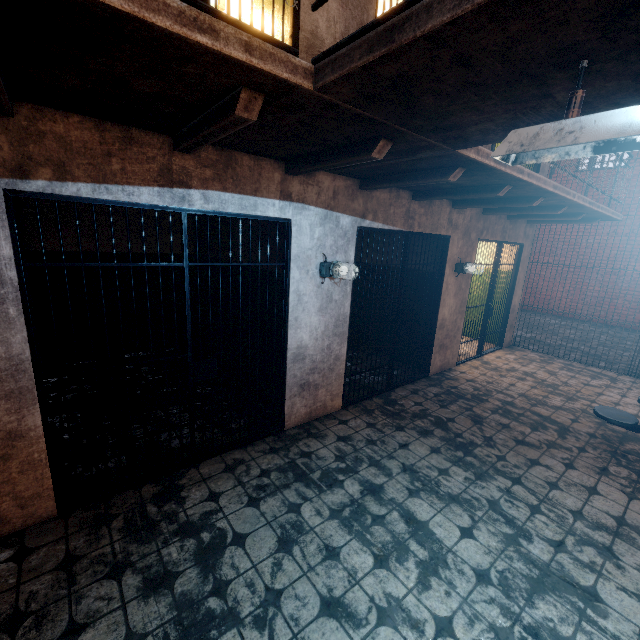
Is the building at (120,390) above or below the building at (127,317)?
below

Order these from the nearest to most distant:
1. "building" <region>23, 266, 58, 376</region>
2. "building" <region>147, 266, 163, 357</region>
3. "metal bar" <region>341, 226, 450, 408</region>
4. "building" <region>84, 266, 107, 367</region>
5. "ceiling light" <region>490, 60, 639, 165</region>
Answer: "ceiling light" <region>490, 60, 639, 165</region> → "metal bar" <region>341, 226, 450, 408</region> → "building" <region>23, 266, 58, 376</region> → "building" <region>84, 266, 107, 367</region> → "building" <region>147, 266, 163, 357</region>

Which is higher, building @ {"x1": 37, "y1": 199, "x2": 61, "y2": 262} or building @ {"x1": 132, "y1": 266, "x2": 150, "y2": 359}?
building @ {"x1": 37, "y1": 199, "x2": 61, "y2": 262}

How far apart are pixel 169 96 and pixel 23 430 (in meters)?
2.41

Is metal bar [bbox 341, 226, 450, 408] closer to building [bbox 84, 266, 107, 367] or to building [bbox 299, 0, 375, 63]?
building [bbox 84, 266, 107, 367]

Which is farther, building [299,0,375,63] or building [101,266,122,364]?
building [101,266,122,364]

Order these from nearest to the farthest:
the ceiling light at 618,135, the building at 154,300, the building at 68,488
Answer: the ceiling light at 618,135
the building at 68,488
the building at 154,300
